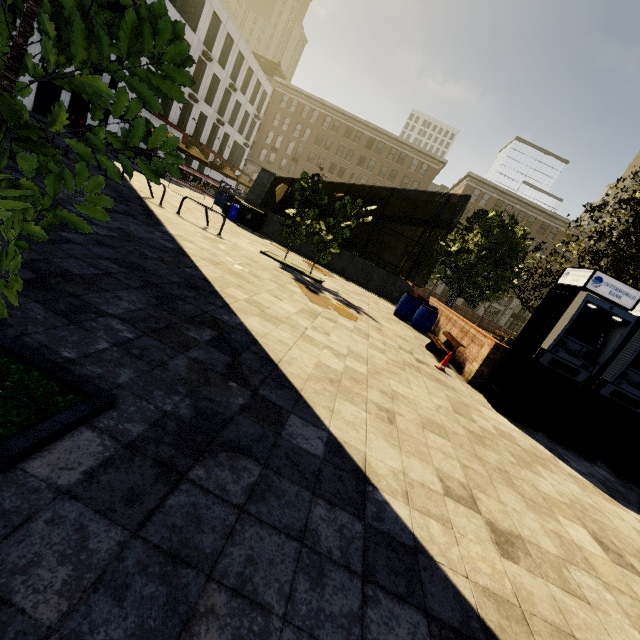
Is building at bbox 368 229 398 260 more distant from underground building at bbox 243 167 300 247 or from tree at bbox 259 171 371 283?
underground building at bbox 243 167 300 247

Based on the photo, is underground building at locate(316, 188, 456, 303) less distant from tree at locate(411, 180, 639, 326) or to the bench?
tree at locate(411, 180, 639, 326)

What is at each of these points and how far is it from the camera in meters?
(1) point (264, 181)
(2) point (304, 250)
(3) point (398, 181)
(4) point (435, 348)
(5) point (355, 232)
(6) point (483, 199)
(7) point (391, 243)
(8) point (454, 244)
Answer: (1) underground building, 17.6 m
(2) underground building, 17.6 m
(3) building, 53.0 m
(4) bench, 9.3 m
(5) building, 55.9 m
(6) building, 51.8 m
(7) building, 55.1 m
(8) tree, 14.2 m

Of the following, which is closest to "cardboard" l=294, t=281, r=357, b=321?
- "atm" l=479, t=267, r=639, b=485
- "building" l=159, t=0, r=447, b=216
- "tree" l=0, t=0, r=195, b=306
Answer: "tree" l=0, t=0, r=195, b=306

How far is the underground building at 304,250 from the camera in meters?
17.4

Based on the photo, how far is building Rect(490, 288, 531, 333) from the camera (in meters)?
53.97

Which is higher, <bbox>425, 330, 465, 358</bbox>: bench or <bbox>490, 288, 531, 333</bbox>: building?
<bbox>490, 288, 531, 333</bbox>: building

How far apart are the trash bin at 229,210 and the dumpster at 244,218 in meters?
0.1
